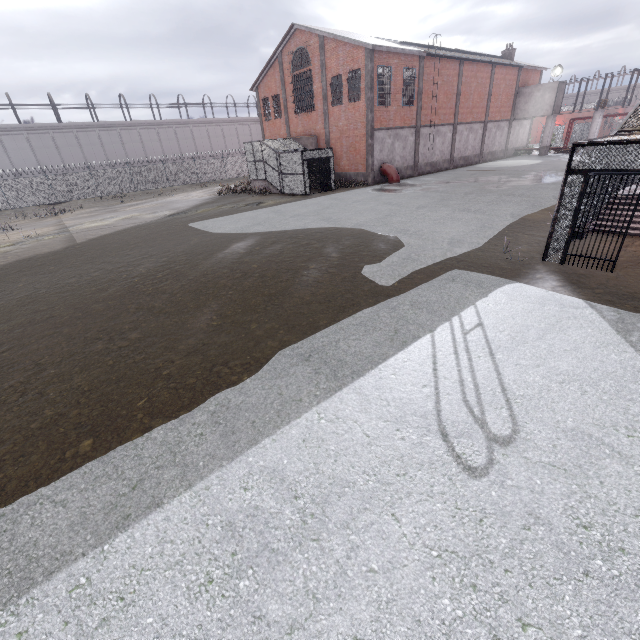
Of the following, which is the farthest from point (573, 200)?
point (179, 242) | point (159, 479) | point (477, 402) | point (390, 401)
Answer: point (179, 242)

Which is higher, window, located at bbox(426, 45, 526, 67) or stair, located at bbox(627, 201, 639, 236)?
window, located at bbox(426, 45, 526, 67)

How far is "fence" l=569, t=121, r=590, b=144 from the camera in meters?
50.2

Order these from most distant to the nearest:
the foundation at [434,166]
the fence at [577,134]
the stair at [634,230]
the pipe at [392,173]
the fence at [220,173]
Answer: the fence at [577,134] → the fence at [220,173] → the foundation at [434,166] → the pipe at [392,173] → the stair at [634,230]

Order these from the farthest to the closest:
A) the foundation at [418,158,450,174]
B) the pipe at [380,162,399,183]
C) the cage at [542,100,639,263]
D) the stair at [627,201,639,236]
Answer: the foundation at [418,158,450,174]
the pipe at [380,162,399,183]
the stair at [627,201,639,236]
the cage at [542,100,639,263]

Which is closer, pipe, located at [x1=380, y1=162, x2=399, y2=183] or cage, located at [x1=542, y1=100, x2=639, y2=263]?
cage, located at [x1=542, y1=100, x2=639, y2=263]

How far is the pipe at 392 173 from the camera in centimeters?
2625cm

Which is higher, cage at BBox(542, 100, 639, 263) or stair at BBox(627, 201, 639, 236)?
cage at BBox(542, 100, 639, 263)
